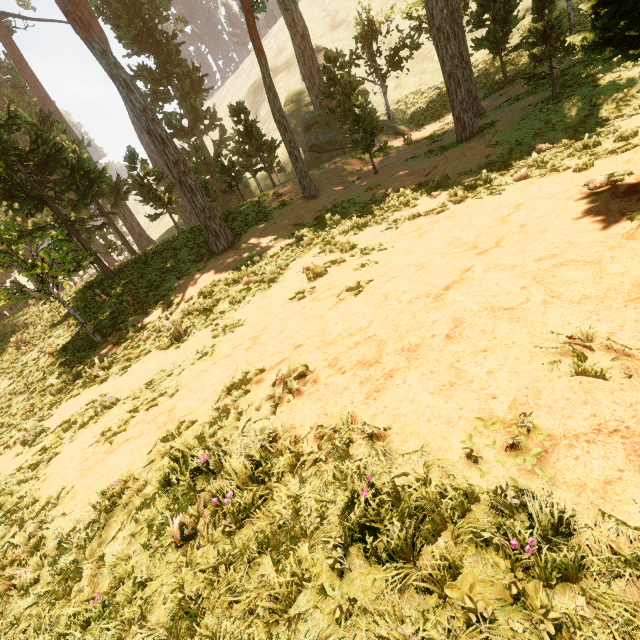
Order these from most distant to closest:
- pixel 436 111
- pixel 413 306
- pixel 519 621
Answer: pixel 436 111 → pixel 413 306 → pixel 519 621
